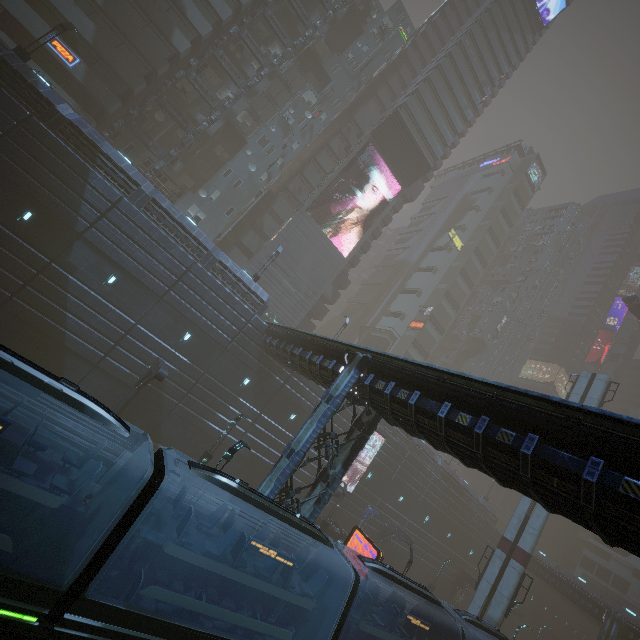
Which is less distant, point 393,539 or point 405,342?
point 393,539

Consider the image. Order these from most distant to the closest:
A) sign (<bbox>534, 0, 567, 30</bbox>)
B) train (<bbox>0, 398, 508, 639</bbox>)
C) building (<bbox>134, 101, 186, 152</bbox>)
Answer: sign (<bbox>534, 0, 567, 30</bbox>) → building (<bbox>134, 101, 186, 152</bbox>) → train (<bbox>0, 398, 508, 639</bbox>)

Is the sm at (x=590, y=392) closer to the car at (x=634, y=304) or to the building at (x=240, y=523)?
the building at (x=240, y=523)

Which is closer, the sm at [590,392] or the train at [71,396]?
the train at [71,396]

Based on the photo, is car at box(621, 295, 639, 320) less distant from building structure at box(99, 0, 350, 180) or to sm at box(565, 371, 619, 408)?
sm at box(565, 371, 619, 408)

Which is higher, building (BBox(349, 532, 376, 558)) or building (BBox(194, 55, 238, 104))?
building (BBox(194, 55, 238, 104))

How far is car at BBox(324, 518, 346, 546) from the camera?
28.8m

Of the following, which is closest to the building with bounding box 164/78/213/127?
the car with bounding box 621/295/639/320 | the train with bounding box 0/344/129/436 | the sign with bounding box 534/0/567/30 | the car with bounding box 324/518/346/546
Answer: the sign with bounding box 534/0/567/30
